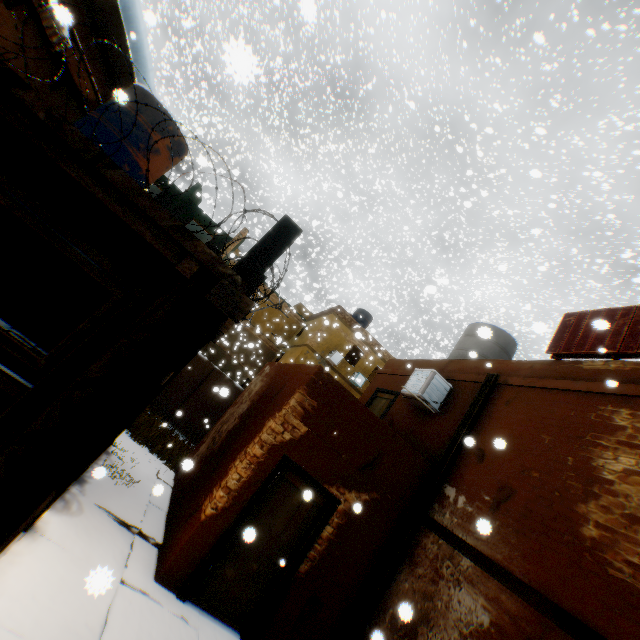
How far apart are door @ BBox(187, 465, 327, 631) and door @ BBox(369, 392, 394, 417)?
4.0m

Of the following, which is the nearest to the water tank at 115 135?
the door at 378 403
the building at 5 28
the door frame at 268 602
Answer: the building at 5 28

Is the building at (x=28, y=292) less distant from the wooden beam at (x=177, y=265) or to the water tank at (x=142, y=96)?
the wooden beam at (x=177, y=265)

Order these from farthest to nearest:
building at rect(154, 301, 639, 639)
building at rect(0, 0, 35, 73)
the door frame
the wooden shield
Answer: building at rect(0, 0, 35, 73), the wooden shield, the door frame, building at rect(154, 301, 639, 639)

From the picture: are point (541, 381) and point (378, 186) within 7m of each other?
no

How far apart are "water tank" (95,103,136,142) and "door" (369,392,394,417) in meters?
8.8 m

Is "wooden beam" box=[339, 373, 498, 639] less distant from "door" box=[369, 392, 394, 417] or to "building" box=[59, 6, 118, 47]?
"building" box=[59, 6, 118, 47]
